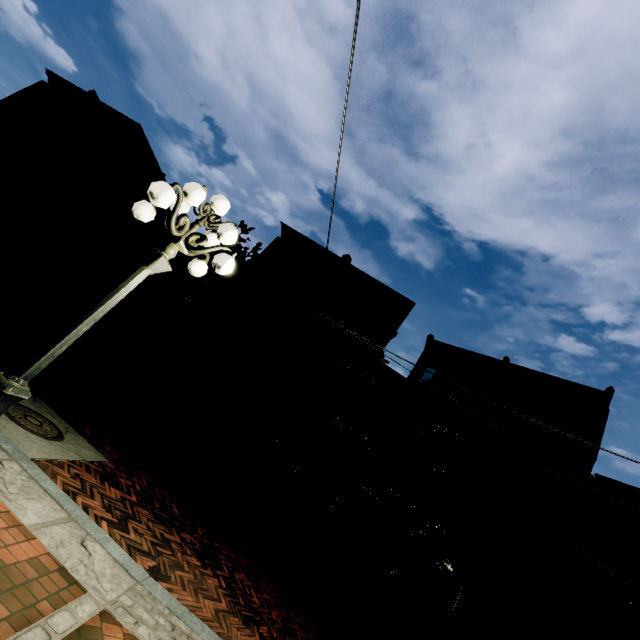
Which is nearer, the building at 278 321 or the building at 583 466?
the building at 583 466

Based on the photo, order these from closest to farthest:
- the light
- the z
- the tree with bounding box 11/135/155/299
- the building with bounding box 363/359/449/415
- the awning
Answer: the light → the z → the awning → the tree with bounding box 11/135/155/299 → the building with bounding box 363/359/449/415

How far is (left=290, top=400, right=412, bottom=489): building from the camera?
17.7 meters

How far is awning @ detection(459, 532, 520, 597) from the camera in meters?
11.3 m

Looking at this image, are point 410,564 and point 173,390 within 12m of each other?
no

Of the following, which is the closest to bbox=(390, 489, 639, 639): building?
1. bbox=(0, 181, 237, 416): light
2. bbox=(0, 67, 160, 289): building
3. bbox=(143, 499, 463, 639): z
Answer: bbox=(143, 499, 463, 639): z

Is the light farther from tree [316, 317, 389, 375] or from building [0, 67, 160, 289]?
building [0, 67, 160, 289]

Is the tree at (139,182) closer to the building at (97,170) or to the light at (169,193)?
the building at (97,170)
